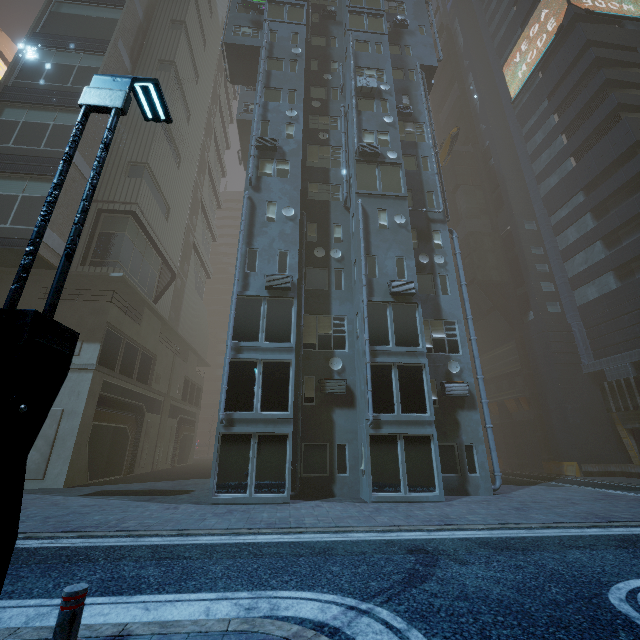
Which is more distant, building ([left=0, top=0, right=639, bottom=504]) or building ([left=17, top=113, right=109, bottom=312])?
building ([left=17, top=113, right=109, bottom=312])

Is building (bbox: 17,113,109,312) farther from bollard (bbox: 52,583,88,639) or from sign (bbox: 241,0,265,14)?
bollard (bbox: 52,583,88,639)

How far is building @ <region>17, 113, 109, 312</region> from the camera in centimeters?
1884cm

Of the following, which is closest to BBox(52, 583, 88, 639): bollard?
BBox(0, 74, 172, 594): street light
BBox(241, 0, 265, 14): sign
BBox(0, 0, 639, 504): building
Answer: BBox(0, 74, 172, 594): street light

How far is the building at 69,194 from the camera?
18.84m

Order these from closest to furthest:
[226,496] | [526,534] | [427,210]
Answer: [526,534], [226,496], [427,210]

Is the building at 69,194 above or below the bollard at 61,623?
above
